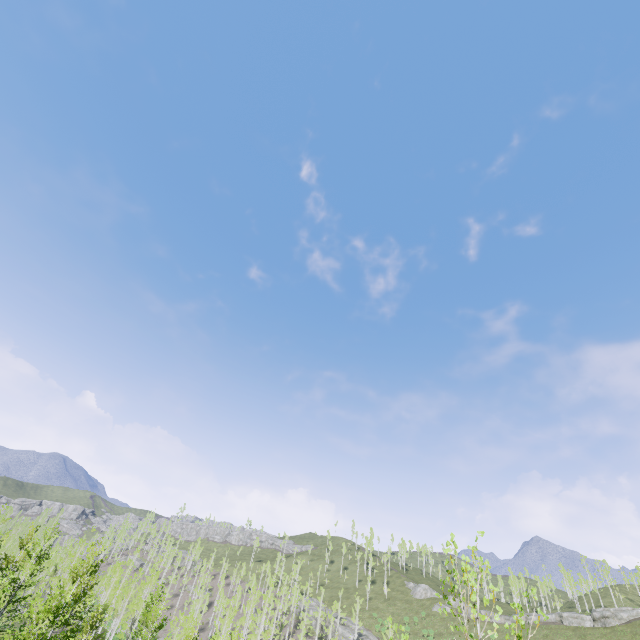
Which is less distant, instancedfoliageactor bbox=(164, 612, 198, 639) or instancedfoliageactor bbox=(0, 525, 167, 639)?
instancedfoliageactor bbox=(0, 525, 167, 639)

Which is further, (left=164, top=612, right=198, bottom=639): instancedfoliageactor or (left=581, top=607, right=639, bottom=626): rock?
(left=581, top=607, right=639, bottom=626): rock

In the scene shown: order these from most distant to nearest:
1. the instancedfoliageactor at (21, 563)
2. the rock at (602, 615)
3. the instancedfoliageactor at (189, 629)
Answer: the rock at (602, 615), the instancedfoliageactor at (189, 629), the instancedfoliageactor at (21, 563)

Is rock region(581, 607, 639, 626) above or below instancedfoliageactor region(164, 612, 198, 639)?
above

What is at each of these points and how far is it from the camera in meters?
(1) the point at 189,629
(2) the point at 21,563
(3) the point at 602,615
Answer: (1) instancedfoliageactor, 32.0
(2) instancedfoliageactor, 27.1
(3) rock, 59.2

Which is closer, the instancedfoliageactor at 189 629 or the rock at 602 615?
the instancedfoliageactor at 189 629

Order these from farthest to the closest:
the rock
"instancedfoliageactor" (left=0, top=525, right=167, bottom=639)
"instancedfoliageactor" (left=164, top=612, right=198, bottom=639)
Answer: the rock < "instancedfoliageactor" (left=164, top=612, right=198, bottom=639) < "instancedfoliageactor" (left=0, top=525, right=167, bottom=639)
